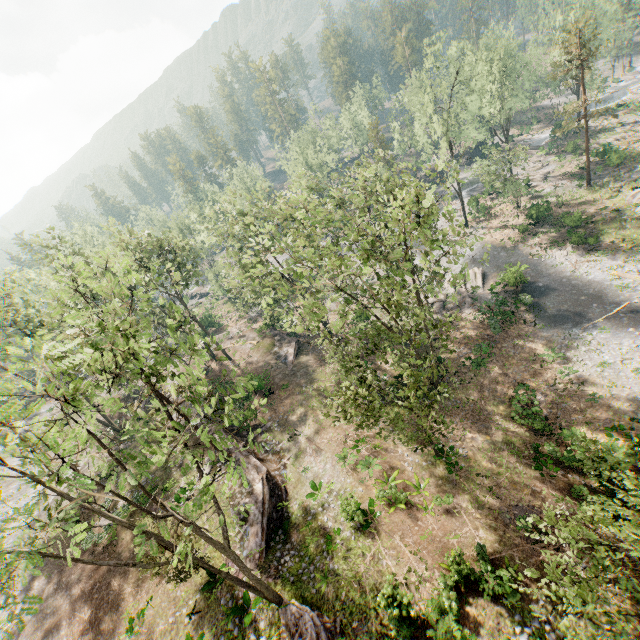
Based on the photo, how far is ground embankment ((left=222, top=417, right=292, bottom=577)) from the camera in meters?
19.3

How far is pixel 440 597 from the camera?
15.0m

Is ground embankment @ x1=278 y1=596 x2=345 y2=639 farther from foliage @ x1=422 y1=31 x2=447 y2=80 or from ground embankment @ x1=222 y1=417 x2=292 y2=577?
ground embankment @ x1=222 y1=417 x2=292 y2=577

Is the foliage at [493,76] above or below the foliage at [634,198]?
above

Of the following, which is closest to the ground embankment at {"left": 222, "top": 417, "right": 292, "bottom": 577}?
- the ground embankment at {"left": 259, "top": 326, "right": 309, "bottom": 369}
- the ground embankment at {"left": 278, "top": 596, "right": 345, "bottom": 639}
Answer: the ground embankment at {"left": 278, "top": 596, "right": 345, "bottom": 639}

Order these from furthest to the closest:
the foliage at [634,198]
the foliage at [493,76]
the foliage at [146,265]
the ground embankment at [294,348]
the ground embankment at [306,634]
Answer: the ground embankment at [294,348]
the foliage at [493,76]
the foliage at [634,198]
the ground embankment at [306,634]
the foliage at [146,265]

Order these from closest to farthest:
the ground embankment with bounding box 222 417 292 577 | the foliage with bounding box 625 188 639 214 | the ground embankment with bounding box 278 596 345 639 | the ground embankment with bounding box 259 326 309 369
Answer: the ground embankment with bounding box 278 596 345 639 < the ground embankment with bounding box 222 417 292 577 < the foliage with bounding box 625 188 639 214 < the ground embankment with bounding box 259 326 309 369

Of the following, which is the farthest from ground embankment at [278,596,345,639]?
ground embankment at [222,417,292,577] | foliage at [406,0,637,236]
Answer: ground embankment at [222,417,292,577]
